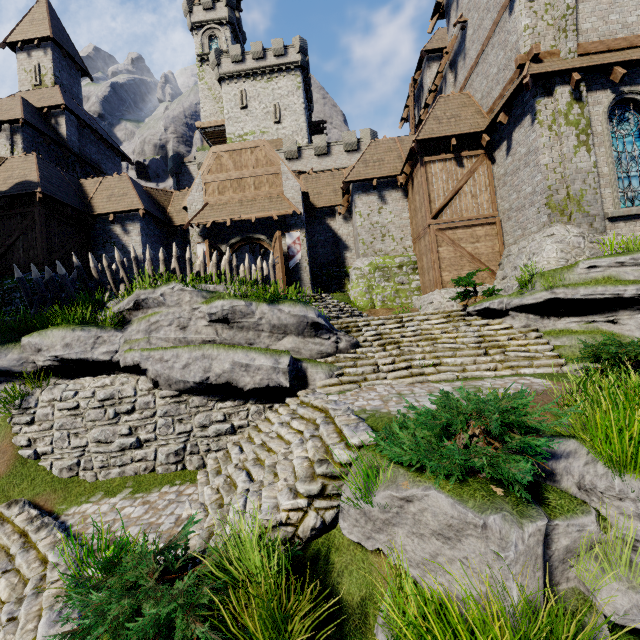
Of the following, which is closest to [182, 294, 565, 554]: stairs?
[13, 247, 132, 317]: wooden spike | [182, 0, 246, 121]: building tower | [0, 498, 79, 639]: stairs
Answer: [0, 498, 79, 639]: stairs

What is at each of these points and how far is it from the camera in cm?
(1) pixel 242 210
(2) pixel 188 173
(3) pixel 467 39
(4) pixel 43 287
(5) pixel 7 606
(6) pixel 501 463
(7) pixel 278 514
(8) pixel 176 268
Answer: (1) awning, 1712
(2) building tower, 3306
(3) building, 1530
(4) wooden spike, 1149
(5) stairs, 517
(6) bush, 319
(7) stairs, 455
(8) wooden spike, 1236

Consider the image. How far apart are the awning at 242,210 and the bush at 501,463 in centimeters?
1350cm

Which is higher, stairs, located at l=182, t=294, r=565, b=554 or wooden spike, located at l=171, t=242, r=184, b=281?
wooden spike, located at l=171, t=242, r=184, b=281

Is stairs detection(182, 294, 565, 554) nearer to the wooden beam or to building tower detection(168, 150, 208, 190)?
the wooden beam

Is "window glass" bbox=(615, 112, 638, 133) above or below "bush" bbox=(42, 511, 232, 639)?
above

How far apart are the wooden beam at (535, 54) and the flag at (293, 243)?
9.9 meters

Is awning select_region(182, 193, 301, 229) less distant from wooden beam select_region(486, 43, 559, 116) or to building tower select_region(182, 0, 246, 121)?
wooden beam select_region(486, 43, 559, 116)
